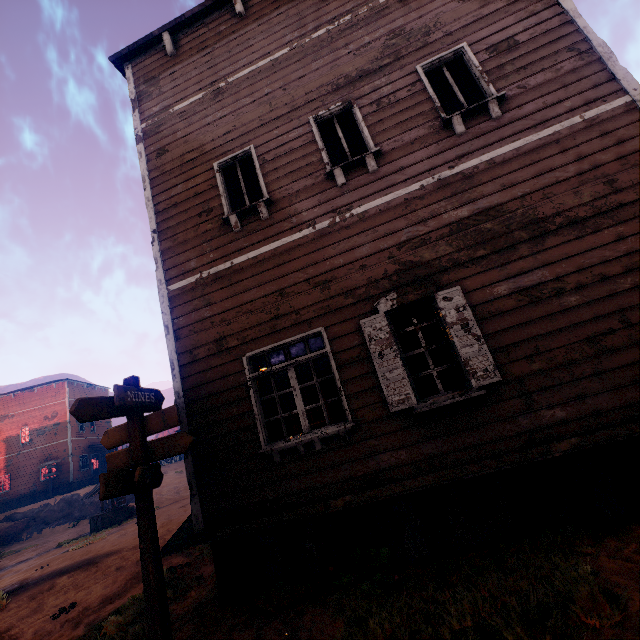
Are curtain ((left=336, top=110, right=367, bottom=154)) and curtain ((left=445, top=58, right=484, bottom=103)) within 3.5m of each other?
yes

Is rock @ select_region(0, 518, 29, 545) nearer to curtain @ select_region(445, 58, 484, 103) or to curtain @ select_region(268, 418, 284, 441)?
curtain @ select_region(268, 418, 284, 441)

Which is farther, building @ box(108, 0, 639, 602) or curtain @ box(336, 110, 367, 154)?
curtain @ box(336, 110, 367, 154)

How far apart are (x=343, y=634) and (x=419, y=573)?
1.2m

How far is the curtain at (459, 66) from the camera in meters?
5.3 m

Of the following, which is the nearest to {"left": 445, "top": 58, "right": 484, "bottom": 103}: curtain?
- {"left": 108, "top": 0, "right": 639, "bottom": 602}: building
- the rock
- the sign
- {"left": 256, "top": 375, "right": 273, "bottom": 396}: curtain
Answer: {"left": 108, "top": 0, "right": 639, "bottom": 602}: building

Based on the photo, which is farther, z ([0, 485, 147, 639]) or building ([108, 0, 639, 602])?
z ([0, 485, 147, 639])

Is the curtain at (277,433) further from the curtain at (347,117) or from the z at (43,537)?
the curtain at (347,117)
